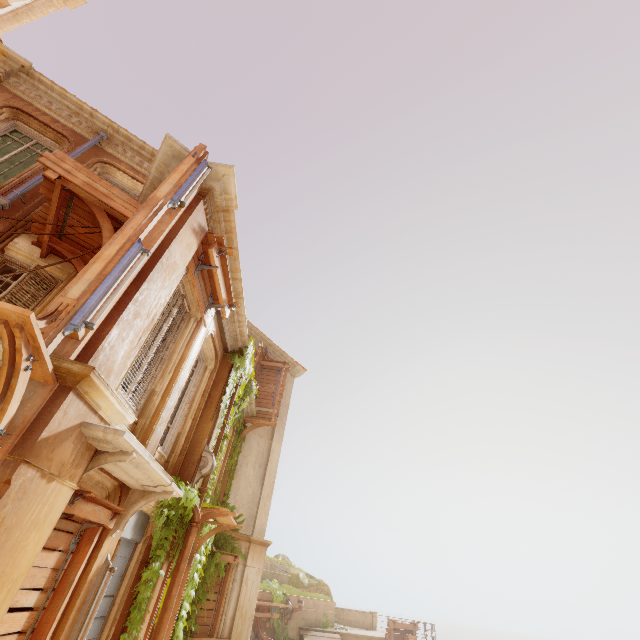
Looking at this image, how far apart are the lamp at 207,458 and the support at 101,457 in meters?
4.4 m

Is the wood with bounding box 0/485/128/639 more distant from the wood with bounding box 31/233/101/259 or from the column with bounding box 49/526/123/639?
the wood with bounding box 31/233/101/259

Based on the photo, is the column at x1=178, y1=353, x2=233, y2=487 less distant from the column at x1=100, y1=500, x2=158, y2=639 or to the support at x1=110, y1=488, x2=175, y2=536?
the column at x1=100, y1=500, x2=158, y2=639

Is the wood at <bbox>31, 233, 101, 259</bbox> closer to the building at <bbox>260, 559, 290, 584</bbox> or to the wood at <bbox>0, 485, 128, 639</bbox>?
the wood at <bbox>0, 485, 128, 639</bbox>

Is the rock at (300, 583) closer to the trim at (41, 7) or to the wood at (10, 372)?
the wood at (10, 372)

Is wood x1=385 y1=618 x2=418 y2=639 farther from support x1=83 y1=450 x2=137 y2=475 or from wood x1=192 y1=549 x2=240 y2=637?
support x1=83 y1=450 x2=137 y2=475

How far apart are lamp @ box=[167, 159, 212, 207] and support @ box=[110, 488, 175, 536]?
4.59m

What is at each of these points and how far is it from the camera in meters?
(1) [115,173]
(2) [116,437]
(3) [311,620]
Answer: (1) window, 9.5 m
(2) trim, 3.6 m
(3) building, 20.1 m
